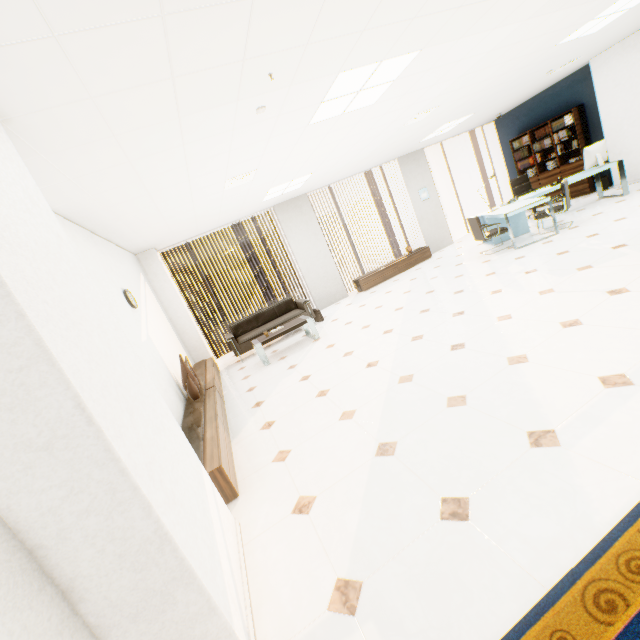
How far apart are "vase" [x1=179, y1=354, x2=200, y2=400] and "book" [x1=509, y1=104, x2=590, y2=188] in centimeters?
1062cm

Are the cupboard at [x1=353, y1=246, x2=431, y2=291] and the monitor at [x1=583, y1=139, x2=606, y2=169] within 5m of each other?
yes

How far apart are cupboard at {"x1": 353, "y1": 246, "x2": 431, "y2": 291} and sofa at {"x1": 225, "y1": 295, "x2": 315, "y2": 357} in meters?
1.8 m

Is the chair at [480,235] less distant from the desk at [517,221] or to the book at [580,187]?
the desk at [517,221]

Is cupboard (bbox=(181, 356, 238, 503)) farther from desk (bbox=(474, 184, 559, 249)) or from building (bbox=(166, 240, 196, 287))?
building (bbox=(166, 240, 196, 287))

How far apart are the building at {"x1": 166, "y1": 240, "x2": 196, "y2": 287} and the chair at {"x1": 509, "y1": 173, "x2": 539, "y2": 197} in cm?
5834

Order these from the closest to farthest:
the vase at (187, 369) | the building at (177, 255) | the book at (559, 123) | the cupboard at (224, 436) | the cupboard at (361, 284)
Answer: the cupboard at (224, 436) < the vase at (187, 369) < the book at (559, 123) < the cupboard at (361, 284) < the building at (177, 255)

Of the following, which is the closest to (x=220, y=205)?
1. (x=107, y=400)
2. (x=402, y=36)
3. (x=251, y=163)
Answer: (x=251, y=163)
